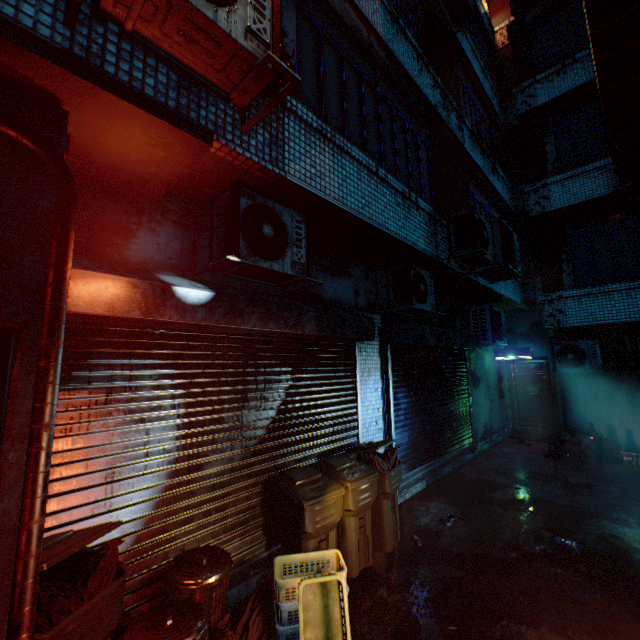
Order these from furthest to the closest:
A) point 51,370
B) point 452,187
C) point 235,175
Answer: point 452,187 → point 235,175 → point 51,370

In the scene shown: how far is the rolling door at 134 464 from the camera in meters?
2.3

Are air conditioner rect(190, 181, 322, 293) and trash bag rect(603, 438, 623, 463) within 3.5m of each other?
no

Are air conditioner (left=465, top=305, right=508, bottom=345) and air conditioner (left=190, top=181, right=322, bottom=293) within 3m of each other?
no

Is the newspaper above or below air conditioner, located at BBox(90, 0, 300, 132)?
below

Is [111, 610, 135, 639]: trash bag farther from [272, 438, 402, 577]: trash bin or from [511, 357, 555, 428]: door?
[511, 357, 555, 428]: door

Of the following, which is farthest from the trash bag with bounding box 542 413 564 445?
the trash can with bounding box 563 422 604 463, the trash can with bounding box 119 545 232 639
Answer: the trash can with bounding box 119 545 232 639

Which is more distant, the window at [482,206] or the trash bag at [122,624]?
the window at [482,206]
